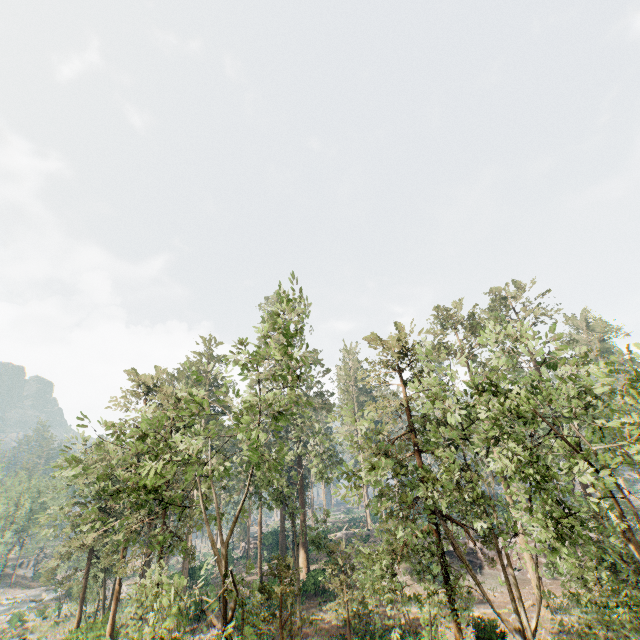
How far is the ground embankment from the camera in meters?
37.3 m

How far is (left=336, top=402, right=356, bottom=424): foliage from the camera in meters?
19.0

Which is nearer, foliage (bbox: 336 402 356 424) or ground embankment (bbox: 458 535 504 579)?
foliage (bbox: 336 402 356 424)

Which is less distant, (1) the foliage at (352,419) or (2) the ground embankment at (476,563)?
(1) the foliage at (352,419)

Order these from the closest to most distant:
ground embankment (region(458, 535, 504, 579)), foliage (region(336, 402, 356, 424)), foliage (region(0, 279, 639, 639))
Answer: foliage (region(0, 279, 639, 639)), foliage (region(336, 402, 356, 424)), ground embankment (region(458, 535, 504, 579))

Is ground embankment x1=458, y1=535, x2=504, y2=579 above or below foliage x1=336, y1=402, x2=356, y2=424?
below

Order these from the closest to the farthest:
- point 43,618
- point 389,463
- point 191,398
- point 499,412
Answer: point 499,412 → point 191,398 → point 389,463 → point 43,618
